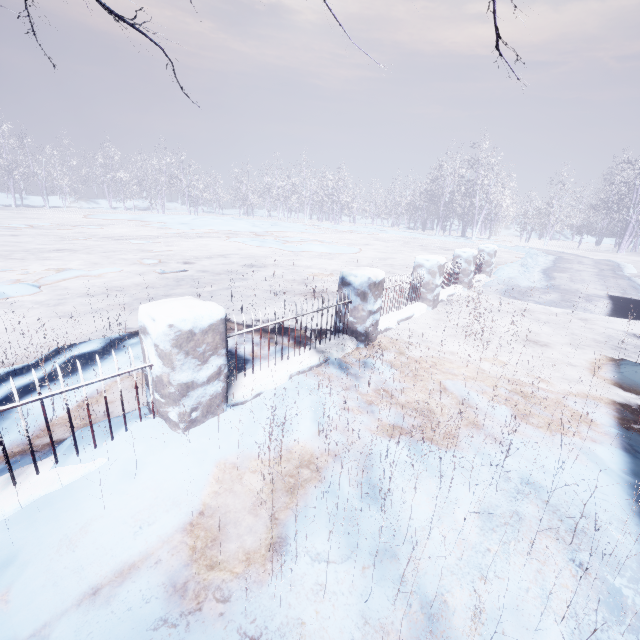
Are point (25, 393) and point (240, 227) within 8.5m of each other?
no
